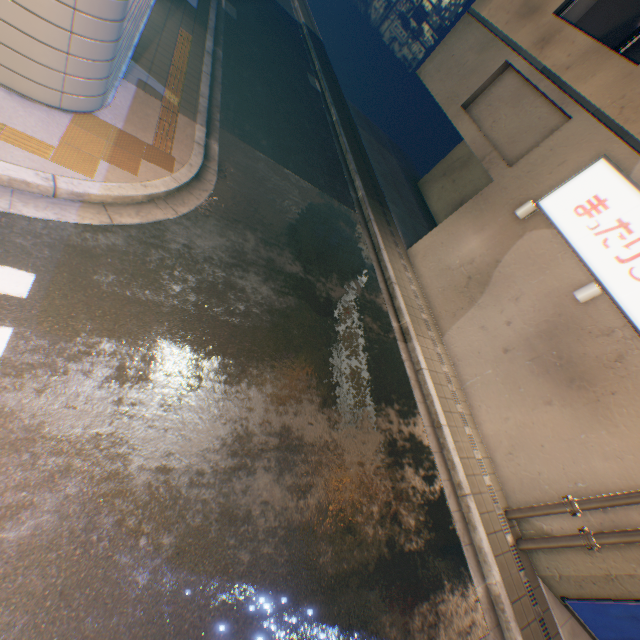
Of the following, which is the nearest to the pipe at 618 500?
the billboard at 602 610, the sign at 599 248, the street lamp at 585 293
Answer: the sign at 599 248

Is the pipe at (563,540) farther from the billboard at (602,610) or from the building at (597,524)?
the billboard at (602,610)

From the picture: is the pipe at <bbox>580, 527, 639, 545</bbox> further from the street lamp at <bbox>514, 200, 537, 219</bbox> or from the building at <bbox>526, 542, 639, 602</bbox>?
the street lamp at <bbox>514, 200, 537, 219</bbox>

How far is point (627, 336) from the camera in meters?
6.4 m

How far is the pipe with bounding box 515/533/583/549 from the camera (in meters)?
5.96

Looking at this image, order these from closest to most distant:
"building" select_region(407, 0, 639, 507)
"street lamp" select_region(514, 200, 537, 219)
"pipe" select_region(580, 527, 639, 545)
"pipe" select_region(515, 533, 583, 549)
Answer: "pipe" select_region(580, 527, 639, 545)
"pipe" select_region(515, 533, 583, 549)
"building" select_region(407, 0, 639, 507)
"street lamp" select_region(514, 200, 537, 219)

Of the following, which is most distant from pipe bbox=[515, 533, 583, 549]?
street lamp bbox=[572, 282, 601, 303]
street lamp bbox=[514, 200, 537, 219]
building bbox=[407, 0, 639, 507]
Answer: street lamp bbox=[514, 200, 537, 219]

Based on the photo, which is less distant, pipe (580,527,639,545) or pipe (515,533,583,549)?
pipe (580,527,639,545)
